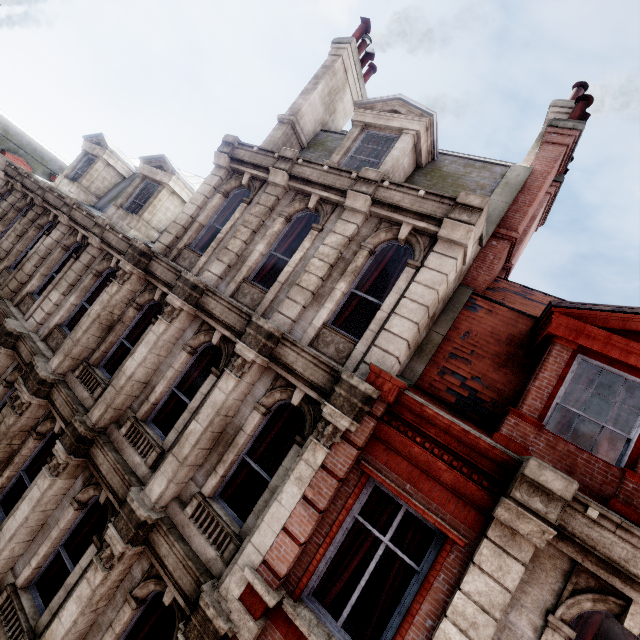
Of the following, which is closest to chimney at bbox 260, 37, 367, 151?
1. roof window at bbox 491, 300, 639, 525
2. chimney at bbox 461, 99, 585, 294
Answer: chimney at bbox 461, 99, 585, 294

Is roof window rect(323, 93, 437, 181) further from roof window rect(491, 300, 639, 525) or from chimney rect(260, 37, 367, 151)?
roof window rect(491, 300, 639, 525)

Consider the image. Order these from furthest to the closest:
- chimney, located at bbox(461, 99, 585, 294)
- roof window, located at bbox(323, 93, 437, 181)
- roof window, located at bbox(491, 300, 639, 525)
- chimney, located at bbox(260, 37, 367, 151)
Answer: chimney, located at bbox(260, 37, 367, 151) < roof window, located at bbox(323, 93, 437, 181) < chimney, located at bbox(461, 99, 585, 294) < roof window, located at bbox(491, 300, 639, 525)

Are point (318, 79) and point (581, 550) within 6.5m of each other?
no

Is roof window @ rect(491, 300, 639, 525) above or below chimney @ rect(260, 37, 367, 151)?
below

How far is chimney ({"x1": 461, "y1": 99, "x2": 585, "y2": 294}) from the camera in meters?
7.8 m

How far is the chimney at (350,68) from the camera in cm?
1055

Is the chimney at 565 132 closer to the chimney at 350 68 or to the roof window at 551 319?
the roof window at 551 319
